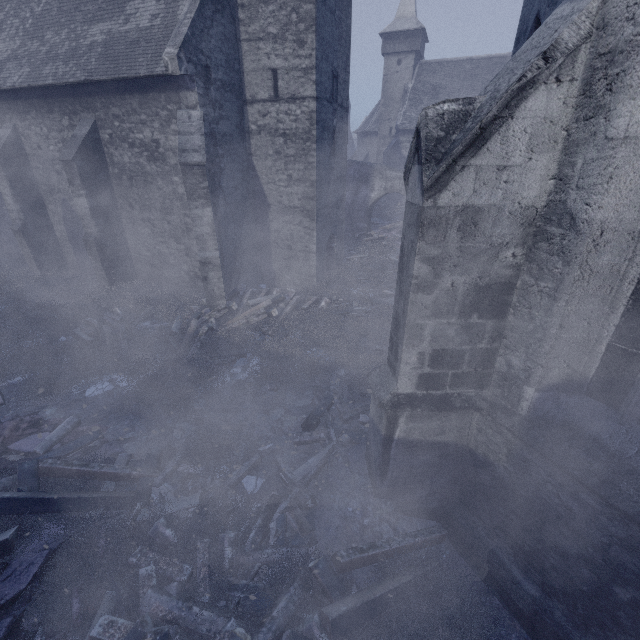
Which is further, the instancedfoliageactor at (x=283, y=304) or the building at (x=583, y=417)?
the instancedfoliageactor at (x=283, y=304)

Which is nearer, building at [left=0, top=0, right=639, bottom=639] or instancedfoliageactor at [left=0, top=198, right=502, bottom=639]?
building at [left=0, top=0, right=639, bottom=639]

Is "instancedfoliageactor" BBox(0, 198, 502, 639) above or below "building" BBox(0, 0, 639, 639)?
below

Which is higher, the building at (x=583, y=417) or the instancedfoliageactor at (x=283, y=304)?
the building at (x=583, y=417)

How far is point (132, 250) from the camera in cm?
1247
